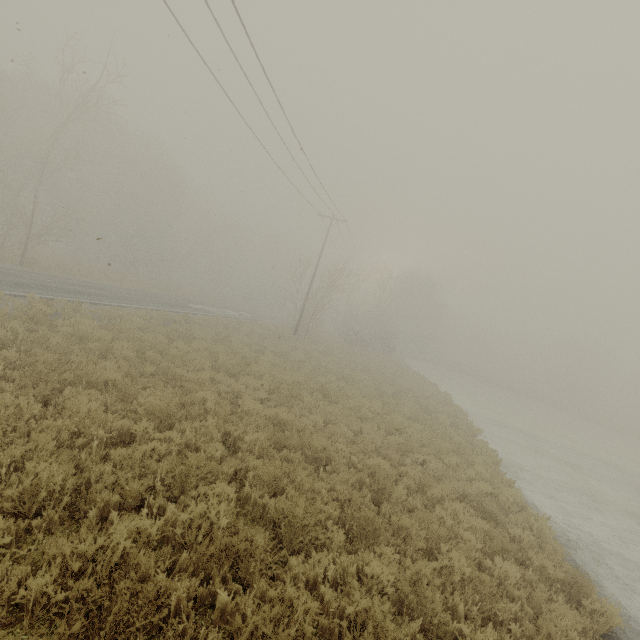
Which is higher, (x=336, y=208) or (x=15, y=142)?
(x=336, y=208)

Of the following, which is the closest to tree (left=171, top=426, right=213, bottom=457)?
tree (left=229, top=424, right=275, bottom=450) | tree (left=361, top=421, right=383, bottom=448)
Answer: tree (left=229, top=424, right=275, bottom=450)

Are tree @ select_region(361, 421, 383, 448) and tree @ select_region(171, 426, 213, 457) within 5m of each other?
no

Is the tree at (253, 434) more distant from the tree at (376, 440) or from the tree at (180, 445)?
the tree at (376, 440)

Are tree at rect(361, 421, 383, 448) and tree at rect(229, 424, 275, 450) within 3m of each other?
no

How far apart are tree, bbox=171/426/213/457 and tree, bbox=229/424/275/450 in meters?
1.0

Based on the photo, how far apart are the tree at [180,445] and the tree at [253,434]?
0.97m

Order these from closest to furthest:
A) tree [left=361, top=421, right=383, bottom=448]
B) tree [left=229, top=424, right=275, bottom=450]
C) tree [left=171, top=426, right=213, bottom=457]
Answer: tree [left=171, top=426, right=213, bottom=457], tree [left=229, top=424, right=275, bottom=450], tree [left=361, top=421, right=383, bottom=448]
